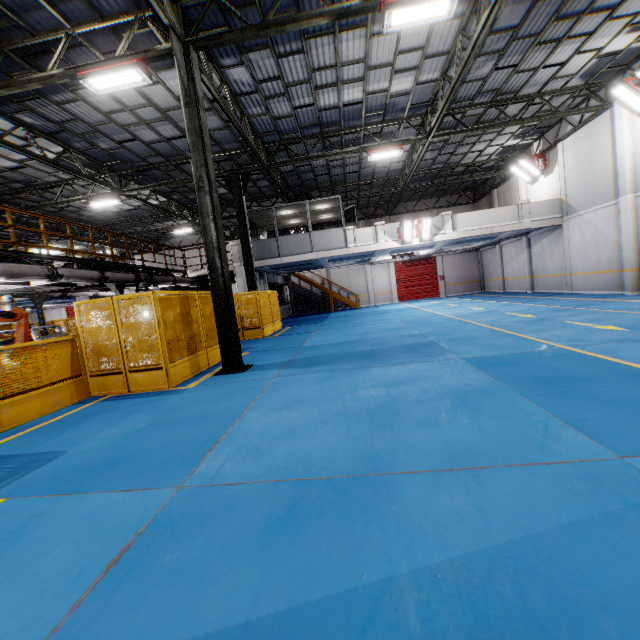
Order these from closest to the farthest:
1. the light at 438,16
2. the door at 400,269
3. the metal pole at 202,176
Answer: the light at 438,16 < the metal pole at 202,176 < the door at 400,269

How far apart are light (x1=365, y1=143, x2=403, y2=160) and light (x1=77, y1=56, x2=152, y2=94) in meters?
9.1 m

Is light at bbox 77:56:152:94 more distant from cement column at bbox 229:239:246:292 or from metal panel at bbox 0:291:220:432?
cement column at bbox 229:239:246:292

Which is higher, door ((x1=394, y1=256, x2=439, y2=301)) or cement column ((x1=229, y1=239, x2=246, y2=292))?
cement column ((x1=229, y1=239, x2=246, y2=292))

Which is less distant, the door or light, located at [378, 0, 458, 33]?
light, located at [378, 0, 458, 33]

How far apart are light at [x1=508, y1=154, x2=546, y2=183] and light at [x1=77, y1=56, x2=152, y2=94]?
19.20m

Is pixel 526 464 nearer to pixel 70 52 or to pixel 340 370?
pixel 340 370

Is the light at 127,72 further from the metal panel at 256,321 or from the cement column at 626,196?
the cement column at 626,196
